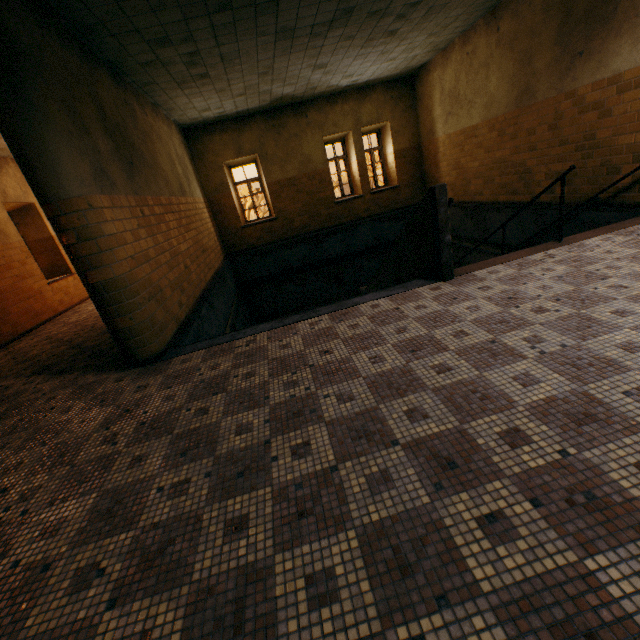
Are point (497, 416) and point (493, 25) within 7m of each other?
no
